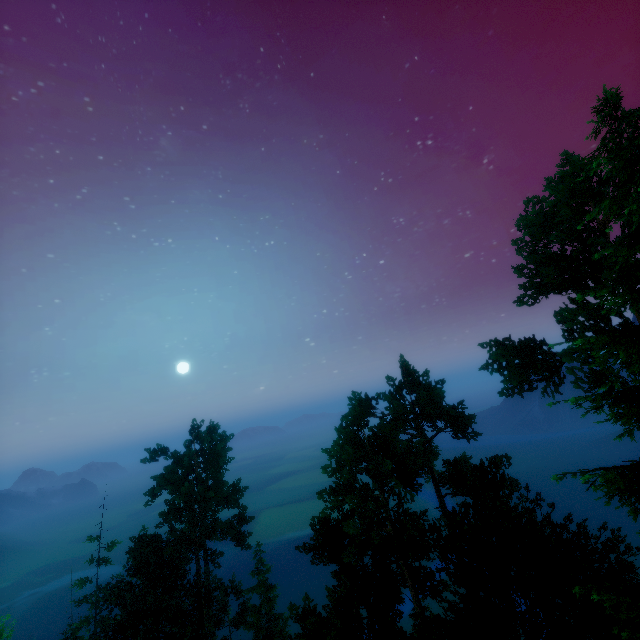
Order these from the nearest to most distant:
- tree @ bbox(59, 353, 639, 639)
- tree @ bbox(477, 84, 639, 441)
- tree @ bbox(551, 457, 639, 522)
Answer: tree @ bbox(551, 457, 639, 522)
tree @ bbox(477, 84, 639, 441)
tree @ bbox(59, 353, 639, 639)

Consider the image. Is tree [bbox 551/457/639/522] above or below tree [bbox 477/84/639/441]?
below

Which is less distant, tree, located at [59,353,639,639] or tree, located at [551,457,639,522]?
tree, located at [551,457,639,522]

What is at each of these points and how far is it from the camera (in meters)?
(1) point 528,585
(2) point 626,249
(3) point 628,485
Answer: (1) tree, 15.52
(2) tree, 8.60
(3) tree, 6.48

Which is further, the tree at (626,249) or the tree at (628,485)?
the tree at (626,249)
